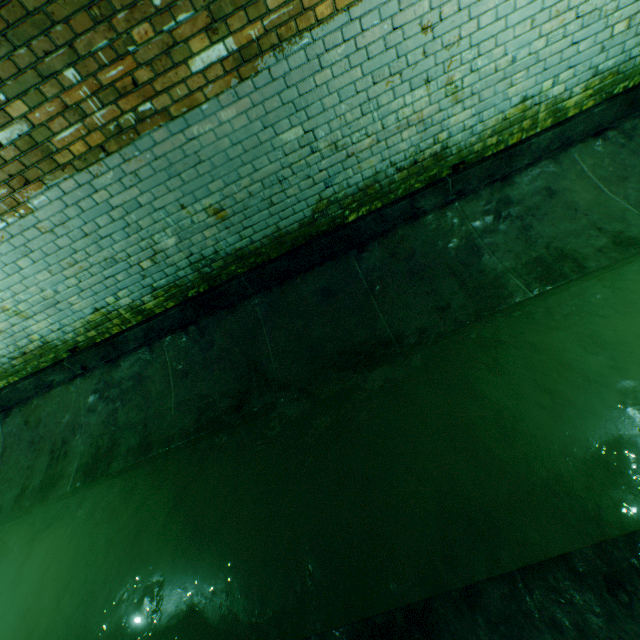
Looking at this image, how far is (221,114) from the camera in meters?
2.7
